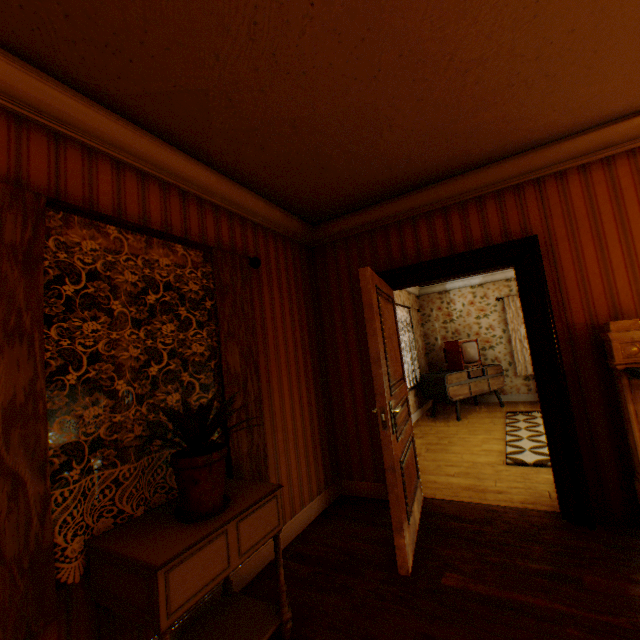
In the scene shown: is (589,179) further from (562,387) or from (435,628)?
(435,628)

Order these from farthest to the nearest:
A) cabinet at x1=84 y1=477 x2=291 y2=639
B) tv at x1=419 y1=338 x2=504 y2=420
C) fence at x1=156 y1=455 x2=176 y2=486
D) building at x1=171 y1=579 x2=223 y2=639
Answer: →
fence at x1=156 y1=455 x2=176 y2=486
tv at x1=419 y1=338 x2=504 y2=420
building at x1=171 y1=579 x2=223 y2=639
cabinet at x1=84 y1=477 x2=291 y2=639

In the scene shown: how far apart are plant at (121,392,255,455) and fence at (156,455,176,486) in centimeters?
1660cm

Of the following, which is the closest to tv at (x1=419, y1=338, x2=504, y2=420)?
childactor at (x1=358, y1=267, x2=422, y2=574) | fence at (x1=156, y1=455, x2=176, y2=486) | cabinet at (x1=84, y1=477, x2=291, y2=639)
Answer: childactor at (x1=358, y1=267, x2=422, y2=574)

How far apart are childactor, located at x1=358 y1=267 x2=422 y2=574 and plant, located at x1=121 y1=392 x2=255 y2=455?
0.9m

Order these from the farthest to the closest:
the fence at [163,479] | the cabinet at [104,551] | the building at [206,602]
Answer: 1. the fence at [163,479]
2. the building at [206,602]
3. the cabinet at [104,551]

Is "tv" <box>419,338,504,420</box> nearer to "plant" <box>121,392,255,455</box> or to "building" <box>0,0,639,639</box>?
"building" <box>0,0,639,639</box>

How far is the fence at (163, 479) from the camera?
16.2 meters
